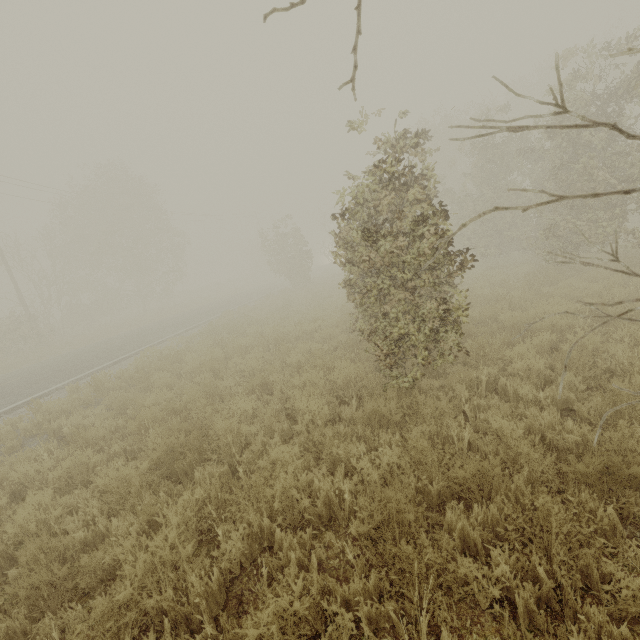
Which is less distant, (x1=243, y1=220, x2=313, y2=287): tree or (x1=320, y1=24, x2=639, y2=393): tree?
(x1=320, y1=24, x2=639, y2=393): tree

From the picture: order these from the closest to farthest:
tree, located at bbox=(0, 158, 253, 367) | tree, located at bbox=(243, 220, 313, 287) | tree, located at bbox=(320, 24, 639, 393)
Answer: tree, located at bbox=(320, 24, 639, 393)
tree, located at bbox=(0, 158, 253, 367)
tree, located at bbox=(243, 220, 313, 287)

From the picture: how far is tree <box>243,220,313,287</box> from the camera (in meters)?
25.86

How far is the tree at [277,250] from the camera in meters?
25.9 m

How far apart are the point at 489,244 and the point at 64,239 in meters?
34.8

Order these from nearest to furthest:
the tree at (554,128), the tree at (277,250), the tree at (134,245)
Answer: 1. the tree at (554,128)
2. the tree at (134,245)
3. the tree at (277,250)
